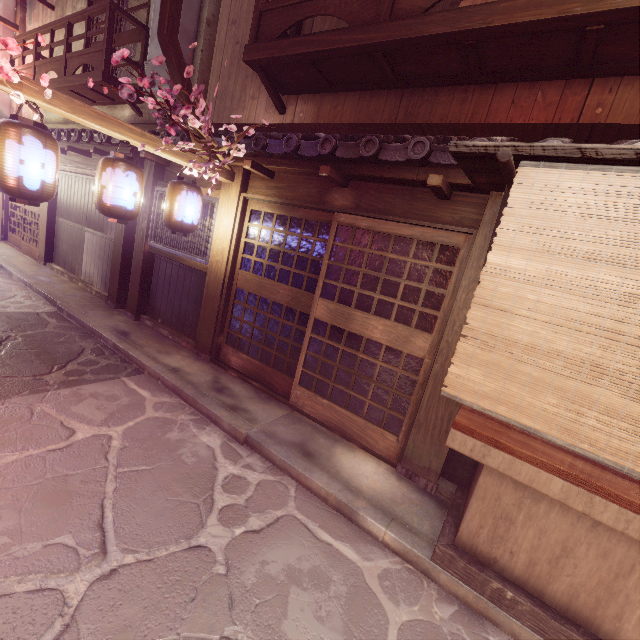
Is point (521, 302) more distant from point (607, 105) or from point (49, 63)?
point (49, 63)

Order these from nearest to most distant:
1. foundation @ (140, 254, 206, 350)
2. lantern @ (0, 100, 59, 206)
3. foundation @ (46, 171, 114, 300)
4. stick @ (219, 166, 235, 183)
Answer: lantern @ (0, 100, 59, 206) < stick @ (219, 166, 235, 183) < foundation @ (140, 254, 206, 350) < foundation @ (46, 171, 114, 300)

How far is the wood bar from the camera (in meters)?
5.95

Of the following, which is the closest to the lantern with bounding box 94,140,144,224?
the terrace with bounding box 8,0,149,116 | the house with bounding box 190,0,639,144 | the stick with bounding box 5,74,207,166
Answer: the stick with bounding box 5,74,207,166

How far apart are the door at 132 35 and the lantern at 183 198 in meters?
11.9

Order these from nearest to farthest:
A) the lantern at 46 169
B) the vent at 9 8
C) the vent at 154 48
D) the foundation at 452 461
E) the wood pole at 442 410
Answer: the lantern at 46 169
the wood pole at 442 410
the foundation at 452 461
the vent at 154 48
the vent at 9 8

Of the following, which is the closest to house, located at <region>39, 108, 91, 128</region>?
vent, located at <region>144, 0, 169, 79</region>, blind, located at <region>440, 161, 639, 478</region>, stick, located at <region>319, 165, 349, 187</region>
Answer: vent, located at <region>144, 0, 169, 79</region>

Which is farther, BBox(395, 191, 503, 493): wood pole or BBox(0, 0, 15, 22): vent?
BBox(0, 0, 15, 22): vent
